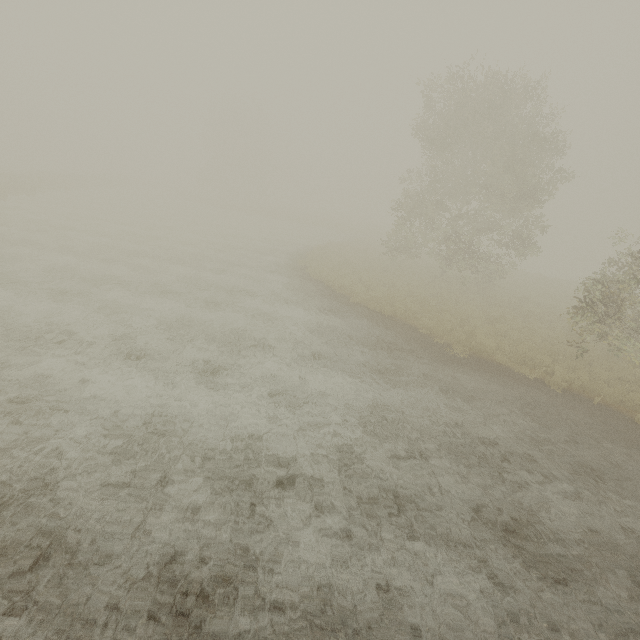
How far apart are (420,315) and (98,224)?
23.9m
